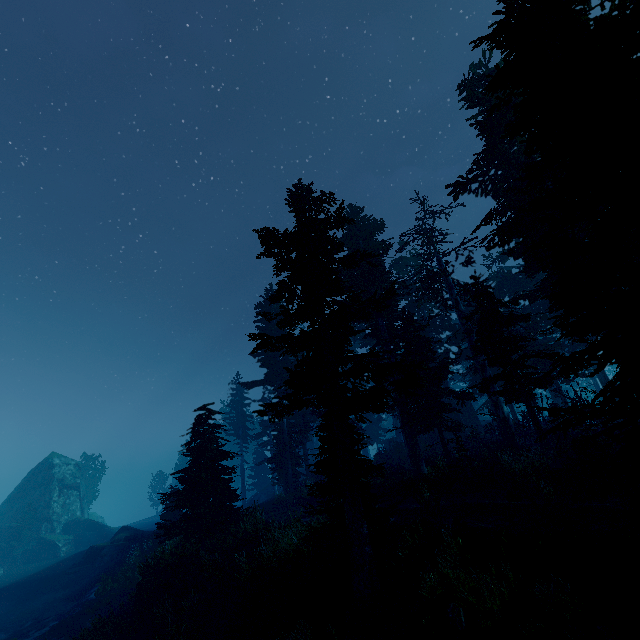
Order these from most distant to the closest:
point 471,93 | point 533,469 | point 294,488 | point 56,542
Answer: point 56,542
point 294,488
point 471,93
point 533,469

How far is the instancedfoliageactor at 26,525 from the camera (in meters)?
39.28

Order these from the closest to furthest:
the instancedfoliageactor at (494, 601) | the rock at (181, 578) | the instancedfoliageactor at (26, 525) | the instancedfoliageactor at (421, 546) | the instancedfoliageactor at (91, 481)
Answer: the instancedfoliageactor at (494, 601) → the instancedfoliageactor at (421, 546) → the rock at (181, 578) → the instancedfoliageactor at (26, 525) → the instancedfoliageactor at (91, 481)

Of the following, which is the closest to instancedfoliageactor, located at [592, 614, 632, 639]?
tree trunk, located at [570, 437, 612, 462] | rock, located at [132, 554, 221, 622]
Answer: rock, located at [132, 554, 221, 622]

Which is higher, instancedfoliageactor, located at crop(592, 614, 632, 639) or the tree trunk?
the tree trunk

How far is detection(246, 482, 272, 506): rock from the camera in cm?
4281

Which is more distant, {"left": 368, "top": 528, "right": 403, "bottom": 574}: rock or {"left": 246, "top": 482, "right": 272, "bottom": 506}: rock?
{"left": 246, "top": 482, "right": 272, "bottom": 506}: rock

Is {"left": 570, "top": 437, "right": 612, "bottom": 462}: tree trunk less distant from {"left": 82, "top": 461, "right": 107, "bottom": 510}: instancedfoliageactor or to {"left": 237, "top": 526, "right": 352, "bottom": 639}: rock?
{"left": 82, "top": 461, "right": 107, "bottom": 510}: instancedfoliageactor
